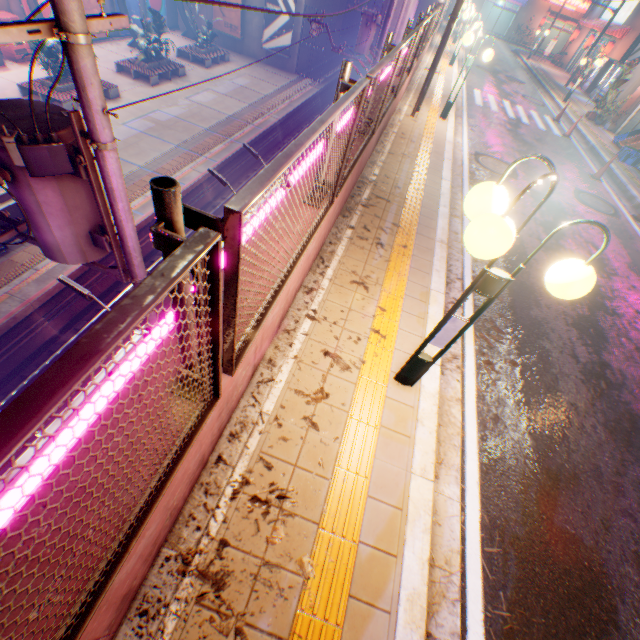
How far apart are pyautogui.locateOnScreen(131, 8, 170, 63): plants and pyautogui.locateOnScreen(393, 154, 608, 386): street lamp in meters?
27.8

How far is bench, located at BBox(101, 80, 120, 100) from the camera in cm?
1848

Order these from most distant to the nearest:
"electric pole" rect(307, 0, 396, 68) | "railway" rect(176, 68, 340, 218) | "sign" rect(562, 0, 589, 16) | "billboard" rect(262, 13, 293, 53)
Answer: "sign" rect(562, 0, 589, 16)
"billboard" rect(262, 13, 293, 53)
"railway" rect(176, 68, 340, 218)
"electric pole" rect(307, 0, 396, 68)

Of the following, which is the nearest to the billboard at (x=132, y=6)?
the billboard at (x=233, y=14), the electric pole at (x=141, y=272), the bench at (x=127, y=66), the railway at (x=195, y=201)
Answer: the bench at (x=127, y=66)

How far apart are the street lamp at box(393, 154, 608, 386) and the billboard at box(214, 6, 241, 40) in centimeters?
3684cm

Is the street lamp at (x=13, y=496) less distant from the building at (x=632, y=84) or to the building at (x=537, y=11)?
the building at (x=632, y=84)

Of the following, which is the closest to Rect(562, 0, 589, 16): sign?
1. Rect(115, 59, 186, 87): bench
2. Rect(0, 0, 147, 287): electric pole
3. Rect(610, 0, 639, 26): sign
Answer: Rect(610, 0, 639, 26): sign

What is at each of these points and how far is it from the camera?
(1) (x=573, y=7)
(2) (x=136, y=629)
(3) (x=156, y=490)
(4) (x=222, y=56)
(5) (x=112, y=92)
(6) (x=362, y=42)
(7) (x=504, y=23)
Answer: (1) sign, 37.19m
(2) concrete curb, 1.96m
(3) metal fence, 1.52m
(4) bench, 27.14m
(5) bench, 18.66m
(6) electric pole, 16.05m
(7) building, 41.88m
